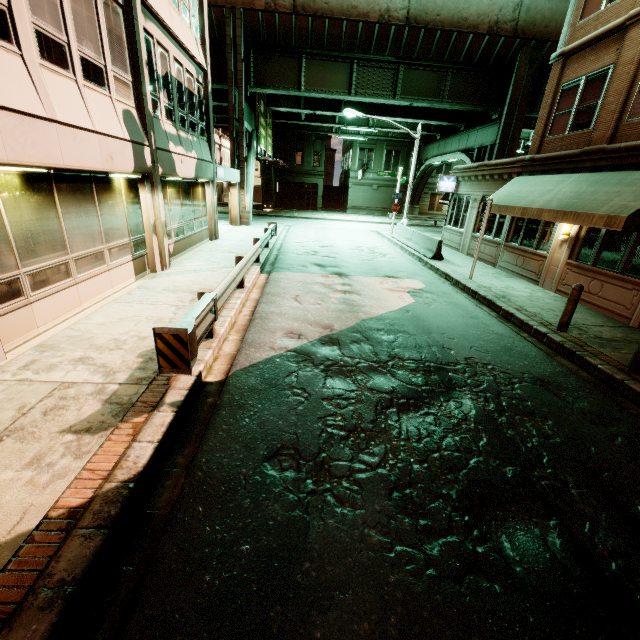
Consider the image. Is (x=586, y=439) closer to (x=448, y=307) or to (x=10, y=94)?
(x=448, y=307)

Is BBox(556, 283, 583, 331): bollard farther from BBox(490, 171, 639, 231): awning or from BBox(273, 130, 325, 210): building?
BBox(273, 130, 325, 210): building

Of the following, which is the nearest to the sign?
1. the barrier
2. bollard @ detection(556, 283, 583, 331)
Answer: the barrier

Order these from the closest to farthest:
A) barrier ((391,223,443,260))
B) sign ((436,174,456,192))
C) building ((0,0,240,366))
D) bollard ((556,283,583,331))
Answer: building ((0,0,240,366)) < bollard ((556,283,583,331)) < barrier ((391,223,443,260)) < sign ((436,174,456,192))

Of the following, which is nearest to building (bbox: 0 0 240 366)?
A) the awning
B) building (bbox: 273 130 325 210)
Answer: the awning

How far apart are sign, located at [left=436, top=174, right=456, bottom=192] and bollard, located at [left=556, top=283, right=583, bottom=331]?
14.0m

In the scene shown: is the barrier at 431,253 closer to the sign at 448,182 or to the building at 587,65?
the building at 587,65

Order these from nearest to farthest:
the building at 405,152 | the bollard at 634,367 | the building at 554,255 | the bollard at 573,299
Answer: the bollard at 634,367, the bollard at 573,299, the building at 554,255, the building at 405,152
